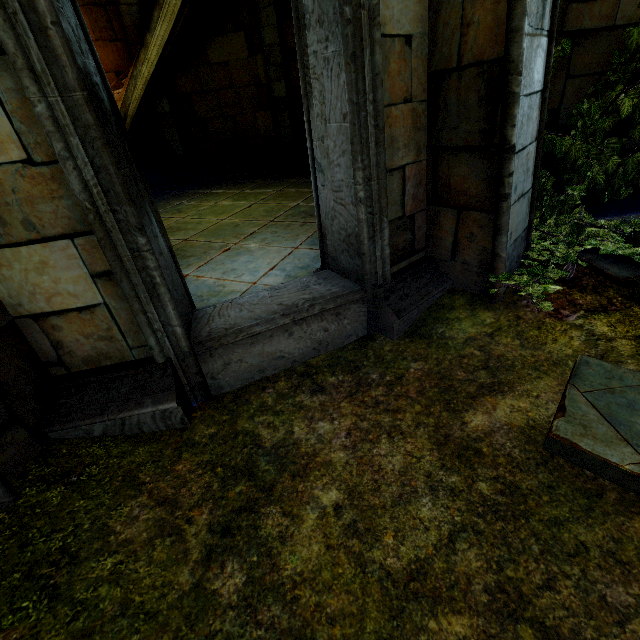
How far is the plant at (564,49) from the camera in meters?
3.4 m

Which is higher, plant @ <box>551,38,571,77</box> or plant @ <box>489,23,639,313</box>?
plant @ <box>551,38,571,77</box>

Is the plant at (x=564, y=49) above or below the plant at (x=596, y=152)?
above

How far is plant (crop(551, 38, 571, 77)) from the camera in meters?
3.4

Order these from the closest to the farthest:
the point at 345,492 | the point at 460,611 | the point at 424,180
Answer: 1. the point at 460,611
2. the point at 345,492
3. the point at 424,180
